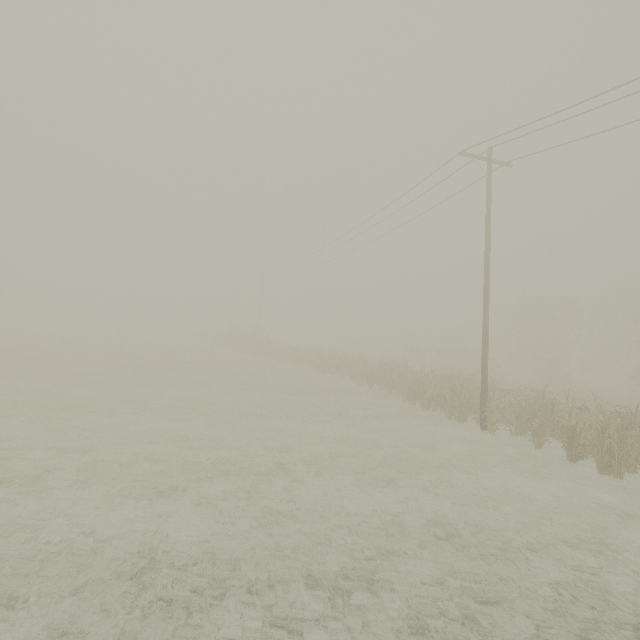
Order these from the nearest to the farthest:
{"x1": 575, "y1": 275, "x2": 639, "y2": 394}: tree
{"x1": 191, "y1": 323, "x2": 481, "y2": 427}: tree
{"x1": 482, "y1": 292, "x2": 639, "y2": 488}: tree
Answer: {"x1": 482, "y1": 292, "x2": 639, "y2": 488}: tree → {"x1": 191, "y1": 323, "x2": 481, "y2": 427}: tree → {"x1": 575, "y1": 275, "x2": 639, "y2": 394}: tree

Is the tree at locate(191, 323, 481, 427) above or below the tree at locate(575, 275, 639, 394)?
below

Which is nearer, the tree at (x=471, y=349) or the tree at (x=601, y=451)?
the tree at (x=601, y=451)

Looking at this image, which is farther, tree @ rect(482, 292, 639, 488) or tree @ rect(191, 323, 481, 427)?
tree @ rect(191, 323, 481, 427)

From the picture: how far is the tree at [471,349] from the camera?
15.53m

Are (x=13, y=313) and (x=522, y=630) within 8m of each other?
no

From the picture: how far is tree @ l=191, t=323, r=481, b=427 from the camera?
15.5 meters
